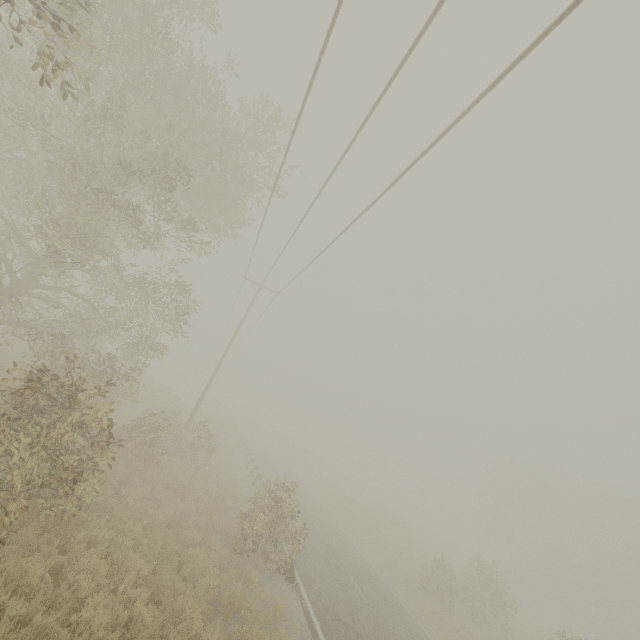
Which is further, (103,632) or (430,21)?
(103,632)

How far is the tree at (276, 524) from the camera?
11.6m

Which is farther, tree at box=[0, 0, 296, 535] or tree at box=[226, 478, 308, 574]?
tree at box=[226, 478, 308, 574]

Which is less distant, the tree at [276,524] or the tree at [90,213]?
the tree at [90,213]

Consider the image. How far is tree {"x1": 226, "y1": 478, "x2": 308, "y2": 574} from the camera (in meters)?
11.63
